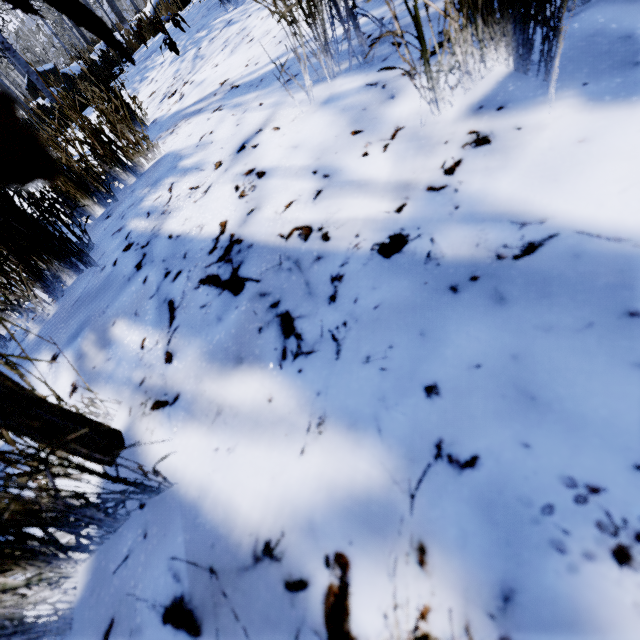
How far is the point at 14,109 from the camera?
0.1m
